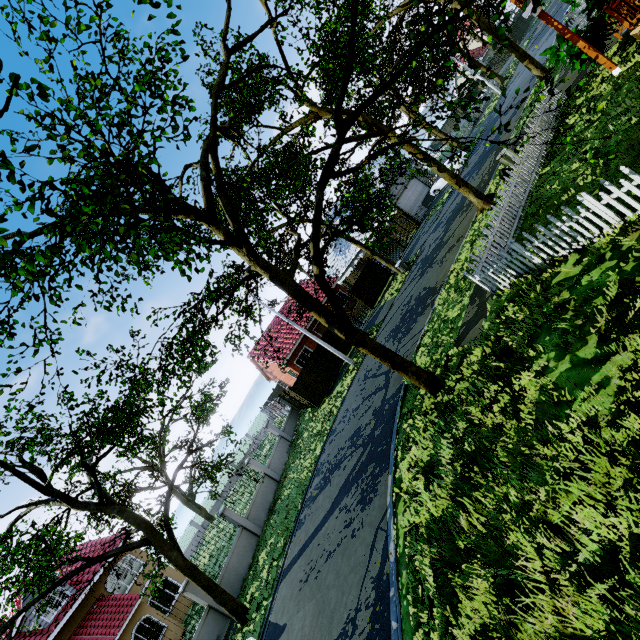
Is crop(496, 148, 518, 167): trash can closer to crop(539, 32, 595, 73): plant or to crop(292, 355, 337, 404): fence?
crop(539, 32, 595, 73): plant

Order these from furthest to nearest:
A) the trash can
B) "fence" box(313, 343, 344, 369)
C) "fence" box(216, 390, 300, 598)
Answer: "fence" box(313, 343, 344, 369), "fence" box(216, 390, 300, 598), the trash can

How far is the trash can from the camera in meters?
14.7 m

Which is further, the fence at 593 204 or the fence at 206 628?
the fence at 206 628

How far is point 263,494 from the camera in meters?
19.5

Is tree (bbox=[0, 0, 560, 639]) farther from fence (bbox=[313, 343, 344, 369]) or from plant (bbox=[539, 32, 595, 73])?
plant (bbox=[539, 32, 595, 73])

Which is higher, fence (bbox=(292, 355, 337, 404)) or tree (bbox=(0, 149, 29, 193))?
tree (bbox=(0, 149, 29, 193))

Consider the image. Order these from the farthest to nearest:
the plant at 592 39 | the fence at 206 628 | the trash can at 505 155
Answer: the trash can at 505 155, the fence at 206 628, the plant at 592 39
